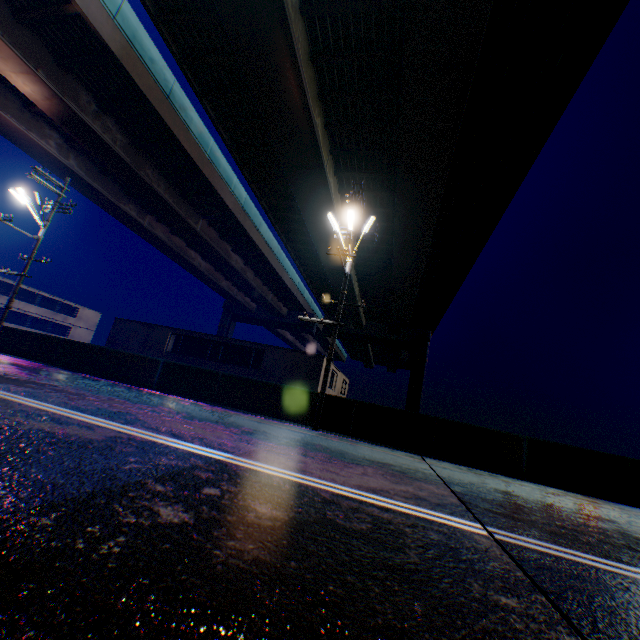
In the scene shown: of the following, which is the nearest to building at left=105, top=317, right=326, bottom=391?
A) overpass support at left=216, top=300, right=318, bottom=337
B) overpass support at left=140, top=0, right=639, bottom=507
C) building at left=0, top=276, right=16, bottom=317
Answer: building at left=0, top=276, right=16, bottom=317

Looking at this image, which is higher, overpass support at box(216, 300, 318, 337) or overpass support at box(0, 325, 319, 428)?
overpass support at box(216, 300, 318, 337)

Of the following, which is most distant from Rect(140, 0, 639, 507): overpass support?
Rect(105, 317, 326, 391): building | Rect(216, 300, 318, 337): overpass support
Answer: Rect(105, 317, 326, 391): building

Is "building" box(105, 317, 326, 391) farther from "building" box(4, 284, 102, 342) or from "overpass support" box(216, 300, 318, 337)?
"overpass support" box(216, 300, 318, 337)

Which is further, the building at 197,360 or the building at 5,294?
the building at 5,294

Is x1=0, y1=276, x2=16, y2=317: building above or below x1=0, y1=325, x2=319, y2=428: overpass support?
above

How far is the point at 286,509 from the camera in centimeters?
298cm

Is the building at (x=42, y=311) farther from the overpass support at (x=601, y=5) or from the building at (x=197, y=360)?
the overpass support at (x=601, y=5)
